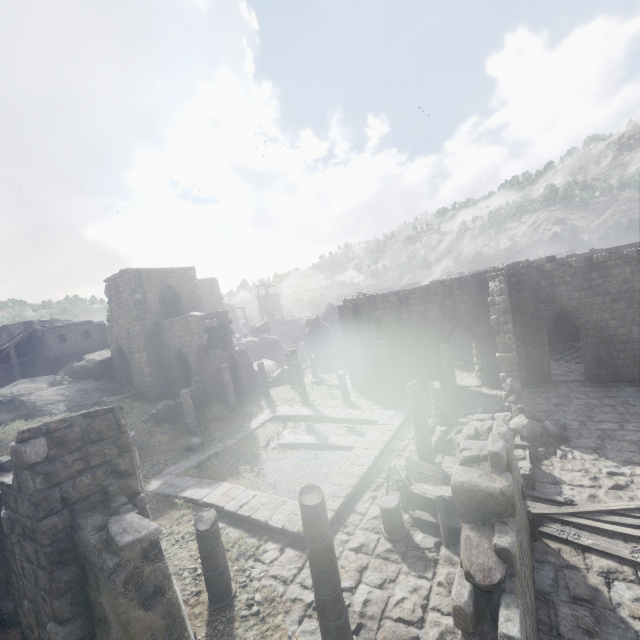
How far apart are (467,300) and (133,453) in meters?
18.8

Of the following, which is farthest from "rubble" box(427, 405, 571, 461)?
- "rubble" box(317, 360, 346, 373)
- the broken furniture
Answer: "rubble" box(317, 360, 346, 373)

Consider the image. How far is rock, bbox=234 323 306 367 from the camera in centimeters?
3916cm

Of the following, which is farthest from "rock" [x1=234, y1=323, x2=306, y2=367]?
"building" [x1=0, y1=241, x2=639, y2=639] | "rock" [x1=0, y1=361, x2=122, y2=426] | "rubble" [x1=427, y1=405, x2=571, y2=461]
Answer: "rubble" [x1=427, y1=405, x2=571, y2=461]

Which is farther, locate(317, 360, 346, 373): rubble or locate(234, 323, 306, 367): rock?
locate(234, 323, 306, 367): rock

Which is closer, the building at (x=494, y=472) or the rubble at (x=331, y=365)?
the building at (x=494, y=472)

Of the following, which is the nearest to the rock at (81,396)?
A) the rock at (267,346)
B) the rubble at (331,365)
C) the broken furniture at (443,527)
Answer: the rock at (267,346)

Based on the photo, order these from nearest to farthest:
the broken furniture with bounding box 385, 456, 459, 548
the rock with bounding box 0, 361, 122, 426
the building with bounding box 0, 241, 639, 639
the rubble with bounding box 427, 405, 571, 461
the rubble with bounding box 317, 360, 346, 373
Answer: the building with bounding box 0, 241, 639, 639, the broken furniture with bounding box 385, 456, 459, 548, the rubble with bounding box 427, 405, 571, 461, the rock with bounding box 0, 361, 122, 426, the rubble with bounding box 317, 360, 346, 373
